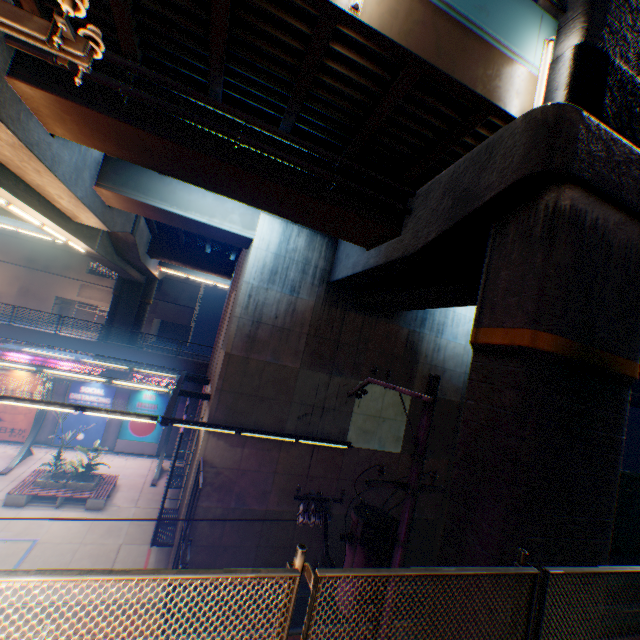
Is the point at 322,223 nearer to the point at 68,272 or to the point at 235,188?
the point at 235,188

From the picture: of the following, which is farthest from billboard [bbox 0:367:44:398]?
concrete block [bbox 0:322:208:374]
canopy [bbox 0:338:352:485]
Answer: concrete block [bbox 0:322:208:374]

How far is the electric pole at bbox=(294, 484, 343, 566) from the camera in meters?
7.3 m

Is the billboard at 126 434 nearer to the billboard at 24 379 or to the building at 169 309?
the billboard at 24 379

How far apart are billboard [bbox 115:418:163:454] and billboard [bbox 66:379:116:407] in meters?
0.9

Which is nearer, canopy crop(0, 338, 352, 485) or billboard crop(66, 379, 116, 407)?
canopy crop(0, 338, 352, 485)

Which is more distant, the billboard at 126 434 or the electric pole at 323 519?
the billboard at 126 434

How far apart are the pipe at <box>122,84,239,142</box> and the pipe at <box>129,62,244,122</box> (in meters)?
0.30
